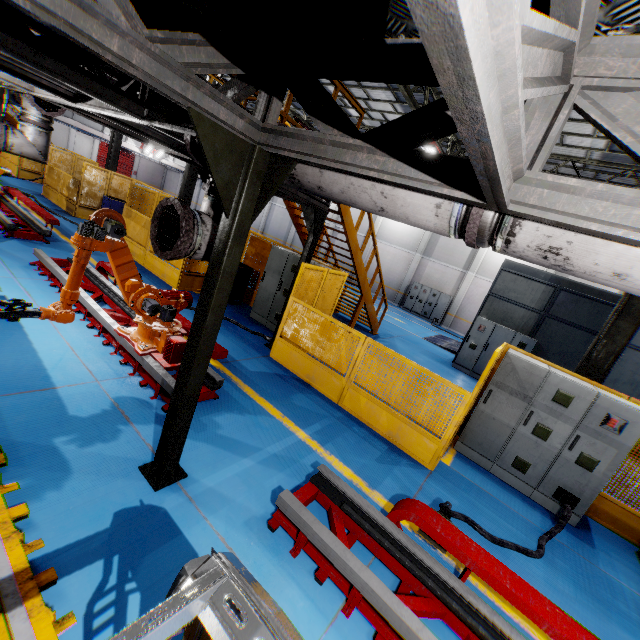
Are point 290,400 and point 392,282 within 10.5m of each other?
no

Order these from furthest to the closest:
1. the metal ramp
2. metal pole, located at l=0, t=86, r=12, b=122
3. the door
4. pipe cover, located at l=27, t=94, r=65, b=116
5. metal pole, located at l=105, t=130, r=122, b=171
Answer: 1. the door
2. metal pole, located at l=105, t=130, r=122, b=171
3. the metal ramp
4. metal pole, located at l=0, t=86, r=12, b=122
5. pipe cover, located at l=27, t=94, r=65, b=116

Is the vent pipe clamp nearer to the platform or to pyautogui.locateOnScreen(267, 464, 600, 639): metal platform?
pyautogui.locateOnScreen(267, 464, 600, 639): metal platform

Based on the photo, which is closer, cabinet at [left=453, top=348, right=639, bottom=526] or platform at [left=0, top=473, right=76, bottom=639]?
platform at [left=0, top=473, right=76, bottom=639]

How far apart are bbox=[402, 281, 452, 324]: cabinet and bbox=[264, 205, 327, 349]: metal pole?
16.9m

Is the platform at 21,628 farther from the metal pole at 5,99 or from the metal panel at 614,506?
the metal panel at 614,506

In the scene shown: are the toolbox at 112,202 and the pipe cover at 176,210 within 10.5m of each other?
no

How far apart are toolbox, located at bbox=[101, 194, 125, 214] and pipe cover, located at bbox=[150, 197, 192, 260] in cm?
1297
